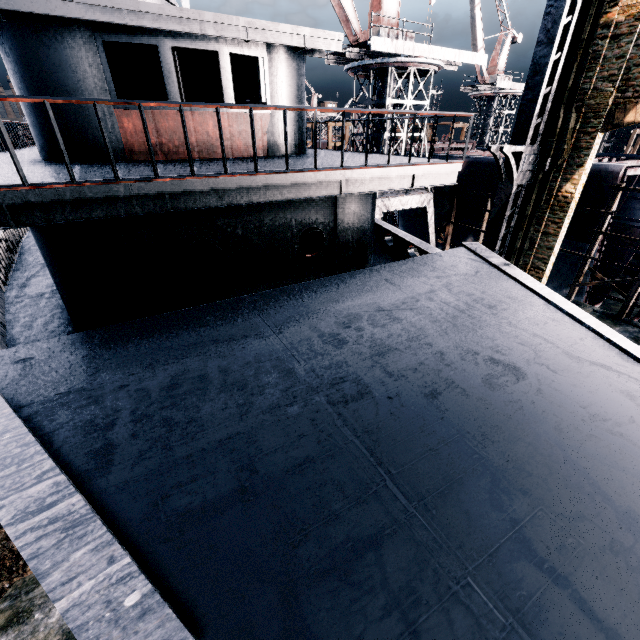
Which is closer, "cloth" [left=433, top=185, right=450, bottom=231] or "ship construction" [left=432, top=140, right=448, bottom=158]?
"ship construction" [left=432, top=140, right=448, bottom=158]

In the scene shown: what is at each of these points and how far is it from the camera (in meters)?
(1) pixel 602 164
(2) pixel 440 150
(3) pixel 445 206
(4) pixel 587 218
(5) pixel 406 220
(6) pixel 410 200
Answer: (1) ship construction, 18.56
(2) ship construction, 38.84
(3) cloth, 27.30
(4) ship construction, 20.39
(5) ship construction, 34.00
(6) crane, 25.23

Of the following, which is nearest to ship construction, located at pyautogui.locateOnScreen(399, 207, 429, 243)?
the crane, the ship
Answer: the crane

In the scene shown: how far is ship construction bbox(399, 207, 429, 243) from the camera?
32.4m

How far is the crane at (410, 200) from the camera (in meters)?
24.11

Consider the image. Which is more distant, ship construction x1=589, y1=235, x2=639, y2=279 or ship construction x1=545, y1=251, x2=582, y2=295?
ship construction x1=545, y1=251, x2=582, y2=295

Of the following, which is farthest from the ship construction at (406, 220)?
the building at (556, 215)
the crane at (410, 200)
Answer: the building at (556, 215)

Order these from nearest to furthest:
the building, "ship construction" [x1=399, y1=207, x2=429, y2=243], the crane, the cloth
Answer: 1. the building
2. the crane
3. the cloth
4. "ship construction" [x1=399, y1=207, x2=429, y2=243]
